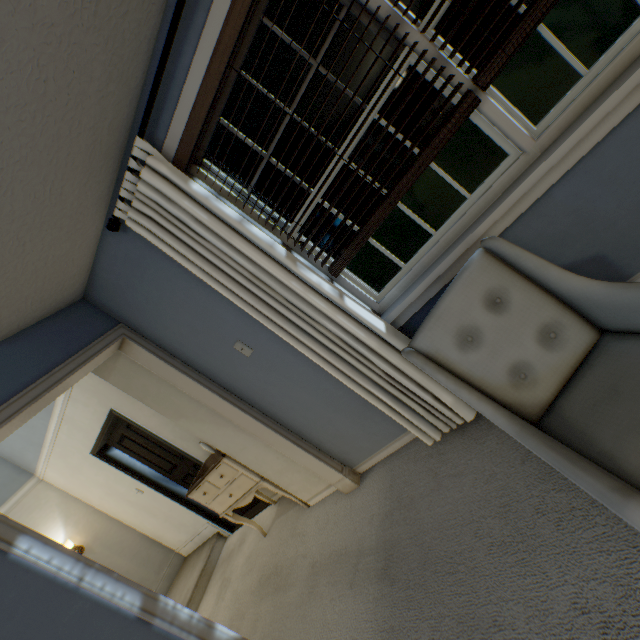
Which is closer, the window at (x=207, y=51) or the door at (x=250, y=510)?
the window at (x=207, y=51)

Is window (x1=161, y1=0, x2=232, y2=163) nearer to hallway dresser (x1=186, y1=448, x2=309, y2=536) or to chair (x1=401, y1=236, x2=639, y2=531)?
chair (x1=401, y1=236, x2=639, y2=531)

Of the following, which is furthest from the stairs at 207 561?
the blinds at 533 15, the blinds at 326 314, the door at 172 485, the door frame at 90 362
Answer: the blinds at 533 15

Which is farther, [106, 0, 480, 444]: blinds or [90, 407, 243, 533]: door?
[90, 407, 243, 533]: door

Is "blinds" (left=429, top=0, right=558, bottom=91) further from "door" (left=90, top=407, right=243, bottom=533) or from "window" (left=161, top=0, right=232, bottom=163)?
"door" (left=90, top=407, right=243, bottom=533)

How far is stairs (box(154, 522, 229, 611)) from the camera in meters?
4.0

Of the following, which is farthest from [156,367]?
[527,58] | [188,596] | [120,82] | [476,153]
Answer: [527,58]

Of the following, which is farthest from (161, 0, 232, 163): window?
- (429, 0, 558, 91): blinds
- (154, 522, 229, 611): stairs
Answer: (154, 522, 229, 611): stairs
